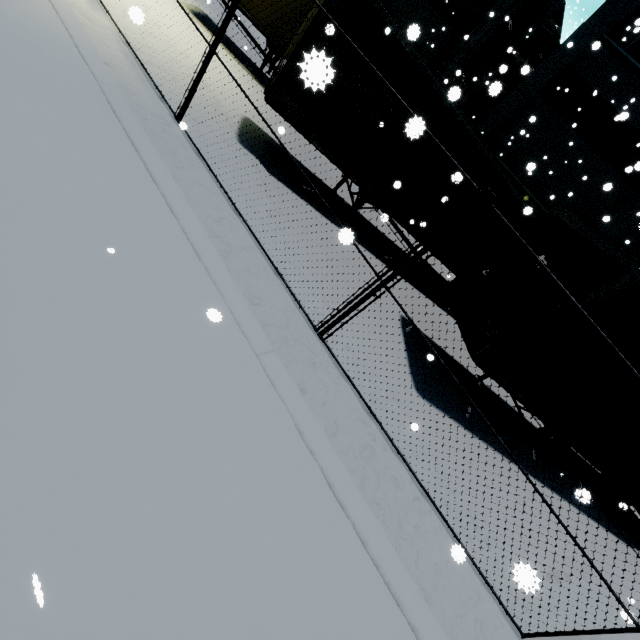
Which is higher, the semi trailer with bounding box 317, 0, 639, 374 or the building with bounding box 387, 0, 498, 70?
the building with bounding box 387, 0, 498, 70

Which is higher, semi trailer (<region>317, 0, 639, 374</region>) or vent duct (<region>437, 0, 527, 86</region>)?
vent duct (<region>437, 0, 527, 86</region>)

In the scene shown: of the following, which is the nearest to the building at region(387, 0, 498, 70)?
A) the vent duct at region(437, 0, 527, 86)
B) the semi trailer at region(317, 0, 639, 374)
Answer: the vent duct at region(437, 0, 527, 86)

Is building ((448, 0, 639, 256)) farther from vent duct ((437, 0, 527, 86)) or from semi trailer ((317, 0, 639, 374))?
semi trailer ((317, 0, 639, 374))

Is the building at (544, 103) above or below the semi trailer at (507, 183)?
above

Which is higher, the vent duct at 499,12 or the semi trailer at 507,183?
the vent duct at 499,12

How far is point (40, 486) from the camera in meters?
2.0

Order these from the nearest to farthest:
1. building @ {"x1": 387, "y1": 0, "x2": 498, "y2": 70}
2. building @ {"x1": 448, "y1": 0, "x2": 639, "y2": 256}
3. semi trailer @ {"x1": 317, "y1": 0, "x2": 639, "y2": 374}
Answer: semi trailer @ {"x1": 317, "y1": 0, "x2": 639, "y2": 374}, building @ {"x1": 448, "y1": 0, "x2": 639, "y2": 256}, building @ {"x1": 387, "y1": 0, "x2": 498, "y2": 70}
